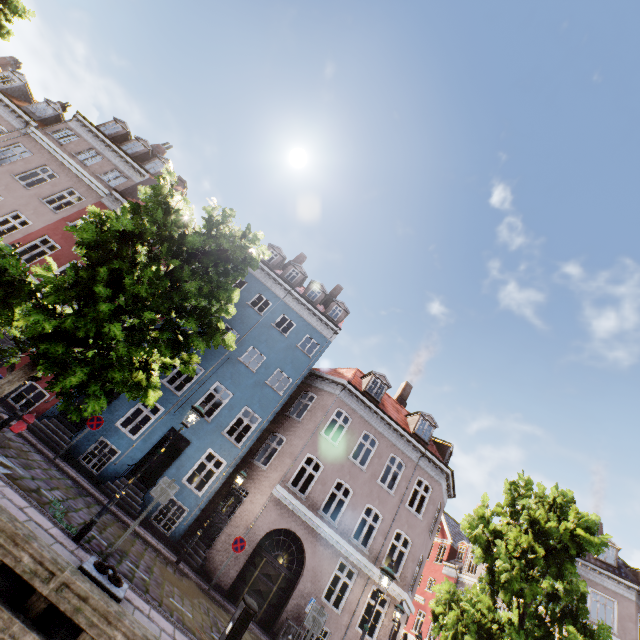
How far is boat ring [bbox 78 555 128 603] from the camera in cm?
591

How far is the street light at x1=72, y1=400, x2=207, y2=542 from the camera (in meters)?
7.05

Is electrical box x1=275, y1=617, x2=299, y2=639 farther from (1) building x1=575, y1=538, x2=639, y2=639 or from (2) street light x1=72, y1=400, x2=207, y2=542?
(2) street light x1=72, y1=400, x2=207, y2=542

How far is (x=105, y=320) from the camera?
6.6m

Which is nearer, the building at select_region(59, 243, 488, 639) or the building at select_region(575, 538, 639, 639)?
the building at select_region(59, 243, 488, 639)

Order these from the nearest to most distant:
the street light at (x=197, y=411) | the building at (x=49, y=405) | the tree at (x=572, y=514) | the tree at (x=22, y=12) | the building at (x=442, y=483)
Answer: the street light at (x=197, y=411) < the tree at (x=572, y=514) < the tree at (x=22, y=12) < the building at (x=49, y=405) < the building at (x=442, y=483)

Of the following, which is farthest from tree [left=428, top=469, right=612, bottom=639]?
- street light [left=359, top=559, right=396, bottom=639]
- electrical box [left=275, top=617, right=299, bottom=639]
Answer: electrical box [left=275, top=617, right=299, bottom=639]

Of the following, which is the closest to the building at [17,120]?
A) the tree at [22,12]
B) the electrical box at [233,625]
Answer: the tree at [22,12]
